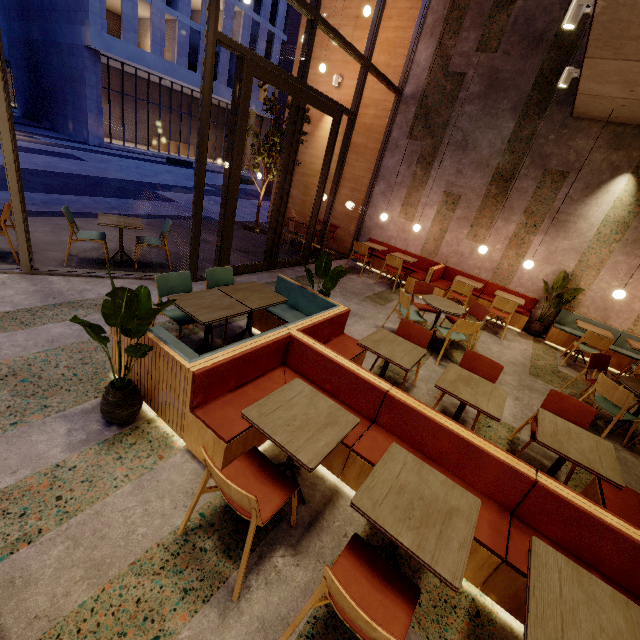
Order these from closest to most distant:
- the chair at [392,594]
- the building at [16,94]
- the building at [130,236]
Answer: the chair at [392,594] → the building at [130,236] → the building at [16,94]

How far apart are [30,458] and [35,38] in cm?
3774

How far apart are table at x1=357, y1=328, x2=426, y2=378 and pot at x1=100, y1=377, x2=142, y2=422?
2.2 meters

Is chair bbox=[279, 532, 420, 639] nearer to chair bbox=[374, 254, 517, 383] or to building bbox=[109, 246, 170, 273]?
building bbox=[109, 246, 170, 273]

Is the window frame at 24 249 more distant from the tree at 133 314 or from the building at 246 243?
the tree at 133 314

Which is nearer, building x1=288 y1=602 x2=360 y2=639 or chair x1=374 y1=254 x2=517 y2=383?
building x1=288 y1=602 x2=360 y2=639

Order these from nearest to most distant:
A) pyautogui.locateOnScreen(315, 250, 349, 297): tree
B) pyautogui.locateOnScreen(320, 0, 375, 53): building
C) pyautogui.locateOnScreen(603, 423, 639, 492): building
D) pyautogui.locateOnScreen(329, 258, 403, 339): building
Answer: pyautogui.locateOnScreen(603, 423, 639, 492): building → pyautogui.locateOnScreen(315, 250, 349, 297): tree → pyautogui.locateOnScreen(329, 258, 403, 339): building → pyautogui.locateOnScreen(320, 0, 375, 53): building
